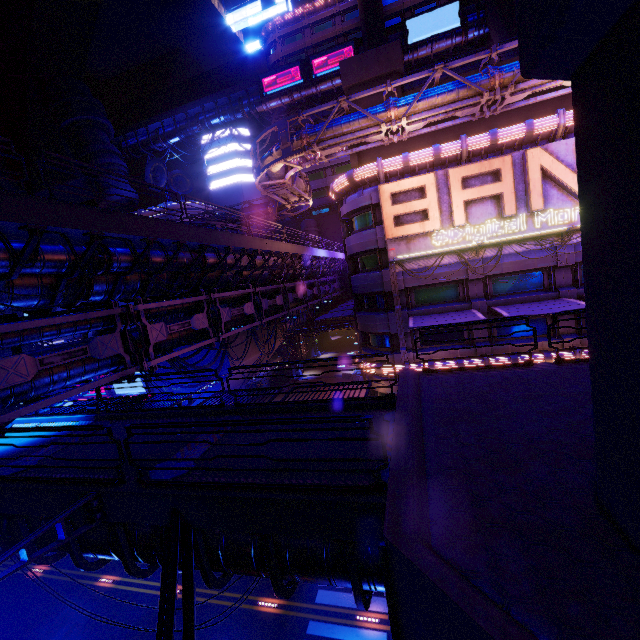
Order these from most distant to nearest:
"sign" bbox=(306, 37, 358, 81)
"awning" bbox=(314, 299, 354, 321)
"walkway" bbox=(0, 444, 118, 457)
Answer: "sign" bbox=(306, 37, 358, 81)
"awning" bbox=(314, 299, 354, 321)
"walkway" bbox=(0, 444, 118, 457)

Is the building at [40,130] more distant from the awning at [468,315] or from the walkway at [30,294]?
the awning at [468,315]

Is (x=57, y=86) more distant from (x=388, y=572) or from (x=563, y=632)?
(x=563, y=632)

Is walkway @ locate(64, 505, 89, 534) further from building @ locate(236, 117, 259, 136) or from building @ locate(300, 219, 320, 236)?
building @ locate(236, 117, 259, 136)

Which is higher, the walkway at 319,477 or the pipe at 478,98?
the pipe at 478,98

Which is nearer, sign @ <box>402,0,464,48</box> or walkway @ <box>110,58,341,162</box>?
sign @ <box>402,0,464,48</box>

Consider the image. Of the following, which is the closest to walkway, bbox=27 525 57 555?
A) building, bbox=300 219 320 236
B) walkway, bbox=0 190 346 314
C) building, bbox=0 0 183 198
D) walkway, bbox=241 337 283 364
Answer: building, bbox=0 0 183 198

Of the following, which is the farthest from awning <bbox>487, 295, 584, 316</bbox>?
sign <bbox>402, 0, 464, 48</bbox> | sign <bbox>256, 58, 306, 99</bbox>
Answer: sign <bbox>256, 58, 306, 99</bbox>
